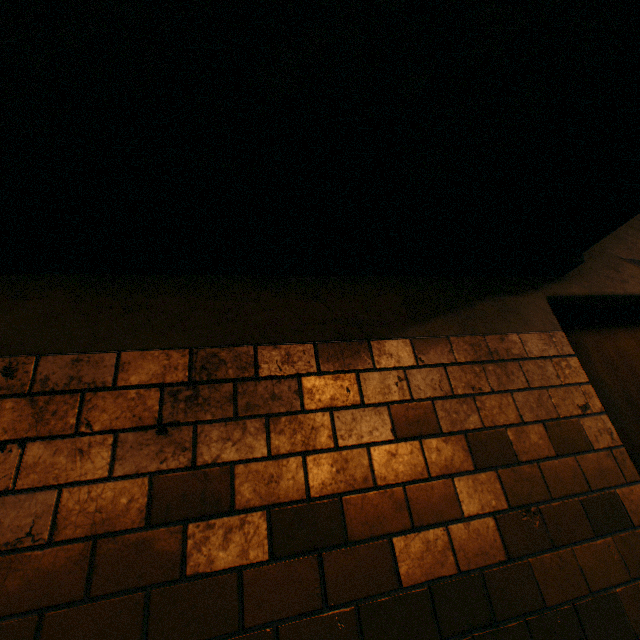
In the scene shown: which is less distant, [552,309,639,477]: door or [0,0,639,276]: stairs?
[0,0,639,276]: stairs

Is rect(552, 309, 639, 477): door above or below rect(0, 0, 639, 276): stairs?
below

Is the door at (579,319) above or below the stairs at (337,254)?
below

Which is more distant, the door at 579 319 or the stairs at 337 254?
the door at 579 319

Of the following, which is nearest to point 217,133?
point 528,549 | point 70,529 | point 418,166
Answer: point 418,166
